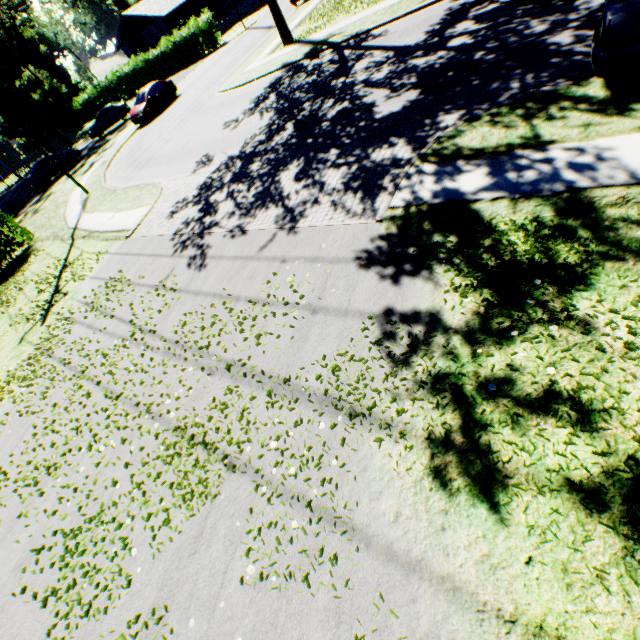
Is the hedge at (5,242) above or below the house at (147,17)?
below

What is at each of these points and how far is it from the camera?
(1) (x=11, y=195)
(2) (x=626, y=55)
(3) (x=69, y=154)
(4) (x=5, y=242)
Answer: (1) house, 28.4m
(2) car, 5.0m
(3) car, 28.7m
(4) hedge, 16.6m

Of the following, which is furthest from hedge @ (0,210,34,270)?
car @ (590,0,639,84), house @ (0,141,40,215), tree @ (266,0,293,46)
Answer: car @ (590,0,639,84)

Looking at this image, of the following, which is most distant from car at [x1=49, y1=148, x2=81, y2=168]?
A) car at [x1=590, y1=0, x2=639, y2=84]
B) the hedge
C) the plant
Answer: car at [x1=590, y1=0, x2=639, y2=84]

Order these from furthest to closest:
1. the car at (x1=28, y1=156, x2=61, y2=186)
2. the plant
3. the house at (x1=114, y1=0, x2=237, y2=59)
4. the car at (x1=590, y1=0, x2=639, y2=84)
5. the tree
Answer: the plant, the house at (x1=114, y1=0, x2=237, y2=59), the car at (x1=28, y1=156, x2=61, y2=186), the tree, the car at (x1=590, y1=0, x2=639, y2=84)

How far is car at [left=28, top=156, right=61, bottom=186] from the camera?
27.9 meters

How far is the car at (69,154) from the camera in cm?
2836
